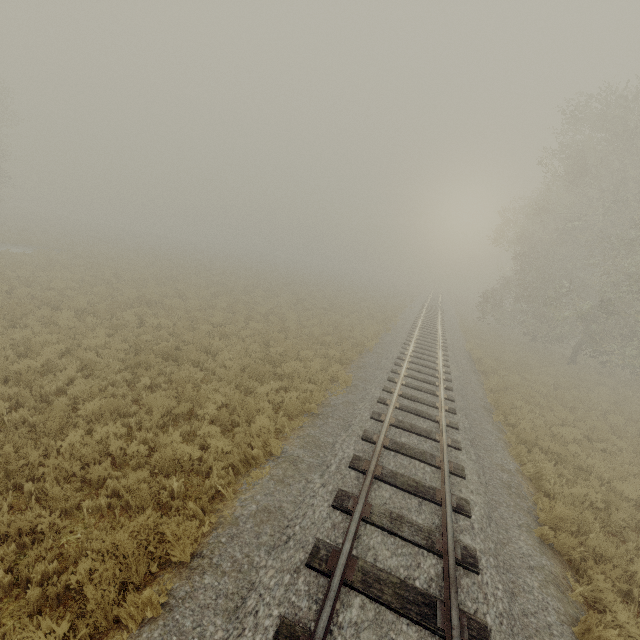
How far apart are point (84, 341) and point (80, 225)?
51.2m
